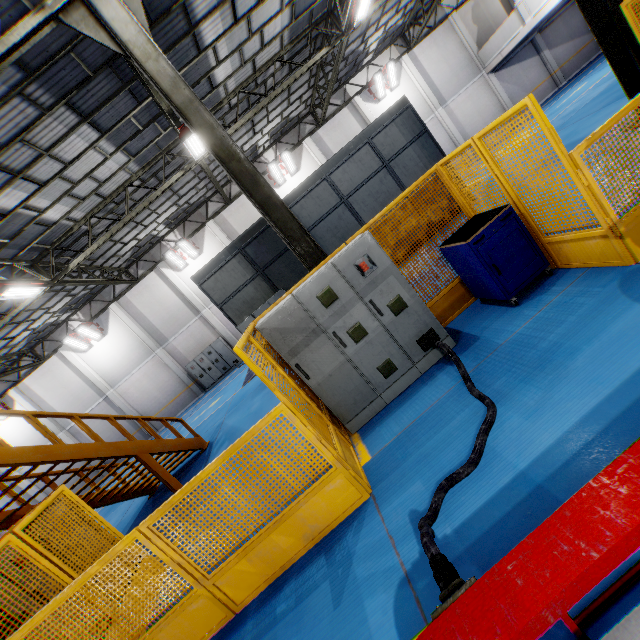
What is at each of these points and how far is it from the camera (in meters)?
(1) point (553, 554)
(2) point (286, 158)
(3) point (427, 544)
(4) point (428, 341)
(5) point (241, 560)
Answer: (1) metal platform, 1.57
(2) light, 19.42
(3) cable, 2.12
(4) plug, 4.62
(5) metal panel, 3.53

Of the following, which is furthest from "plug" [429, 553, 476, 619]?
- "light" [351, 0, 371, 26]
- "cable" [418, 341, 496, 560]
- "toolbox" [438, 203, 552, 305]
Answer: "light" [351, 0, 371, 26]

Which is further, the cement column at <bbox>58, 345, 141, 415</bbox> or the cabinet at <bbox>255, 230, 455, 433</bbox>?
the cement column at <bbox>58, 345, 141, 415</bbox>

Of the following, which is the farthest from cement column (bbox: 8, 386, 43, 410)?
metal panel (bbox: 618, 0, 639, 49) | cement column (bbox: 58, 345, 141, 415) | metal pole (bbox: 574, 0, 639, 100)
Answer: metal pole (bbox: 574, 0, 639, 100)

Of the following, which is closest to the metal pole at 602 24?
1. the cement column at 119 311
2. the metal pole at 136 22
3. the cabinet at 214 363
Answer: the metal pole at 136 22

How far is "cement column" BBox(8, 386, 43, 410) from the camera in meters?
19.8 m

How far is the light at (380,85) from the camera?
19.2m

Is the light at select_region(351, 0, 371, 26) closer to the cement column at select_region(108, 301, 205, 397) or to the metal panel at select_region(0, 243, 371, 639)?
the metal panel at select_region(0, 243, 371, 639)
